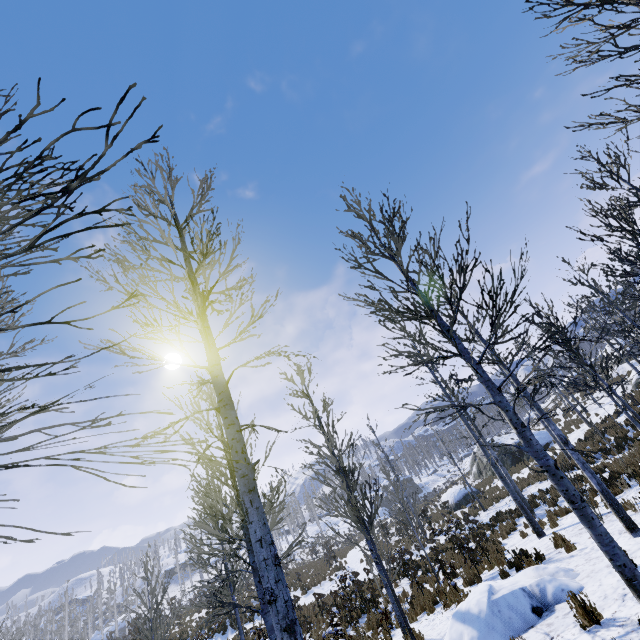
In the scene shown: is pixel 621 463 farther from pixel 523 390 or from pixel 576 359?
A: pixel 523 390

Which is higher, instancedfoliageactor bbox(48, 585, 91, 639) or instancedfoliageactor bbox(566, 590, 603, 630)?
instancedfoliageactor bbox(48, 585, 91, 639)

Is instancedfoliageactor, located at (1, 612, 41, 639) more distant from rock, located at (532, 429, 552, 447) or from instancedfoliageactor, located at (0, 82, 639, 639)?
rock, located at (532, 429, 552, 447)

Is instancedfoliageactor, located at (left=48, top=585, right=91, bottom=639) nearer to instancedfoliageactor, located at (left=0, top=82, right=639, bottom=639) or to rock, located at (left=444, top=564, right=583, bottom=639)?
instancedfoliageactor, located at (left=0, top=82, right=639, bottom=639)

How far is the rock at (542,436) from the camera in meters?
27.6

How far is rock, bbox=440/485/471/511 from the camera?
27.1 meters

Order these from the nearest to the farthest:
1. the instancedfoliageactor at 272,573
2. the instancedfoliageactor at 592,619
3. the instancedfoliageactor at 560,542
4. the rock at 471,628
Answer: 1. the instancedfoliageactor at 272,573
2. the instancedfoliageactor at 592,619
3. the rock at 471,628
4. the instancedfoliageactor at 560,542

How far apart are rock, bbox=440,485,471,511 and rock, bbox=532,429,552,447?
4.0 meters
